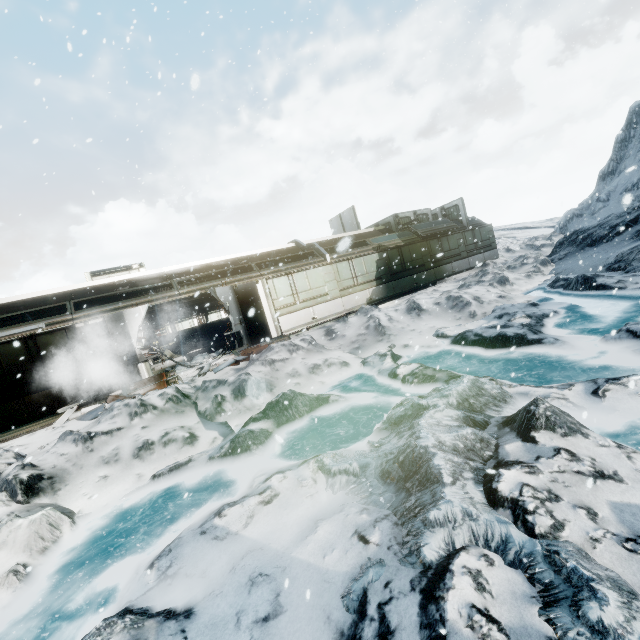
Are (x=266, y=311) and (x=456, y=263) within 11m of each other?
no

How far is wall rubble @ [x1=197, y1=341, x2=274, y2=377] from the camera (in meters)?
11.28

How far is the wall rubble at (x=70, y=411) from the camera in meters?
9.7 m

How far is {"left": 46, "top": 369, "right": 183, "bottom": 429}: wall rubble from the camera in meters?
9.7

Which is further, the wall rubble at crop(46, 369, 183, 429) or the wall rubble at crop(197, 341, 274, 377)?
the wall rubble at crop(197, 341, 274, 377)

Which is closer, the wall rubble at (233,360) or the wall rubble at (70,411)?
the wall rubble at (70,411)
